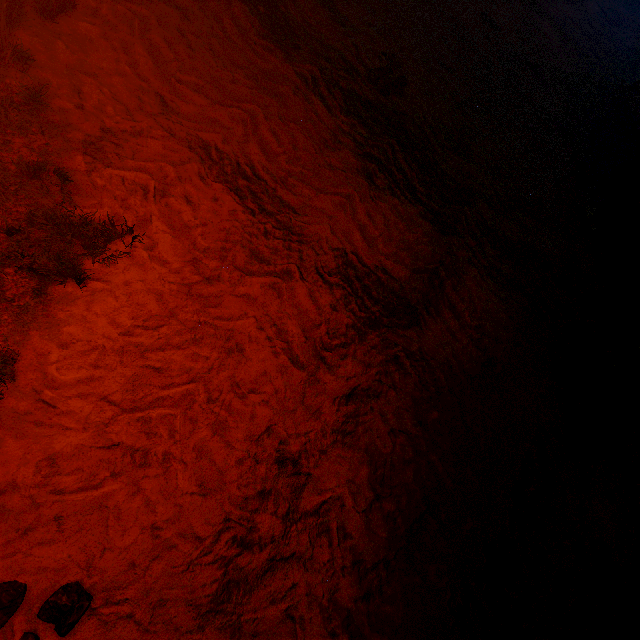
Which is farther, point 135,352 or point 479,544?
point 479,544

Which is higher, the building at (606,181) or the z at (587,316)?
the building at (606,181)

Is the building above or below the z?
above

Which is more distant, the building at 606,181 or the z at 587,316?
the building at 606,181

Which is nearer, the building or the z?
the z
